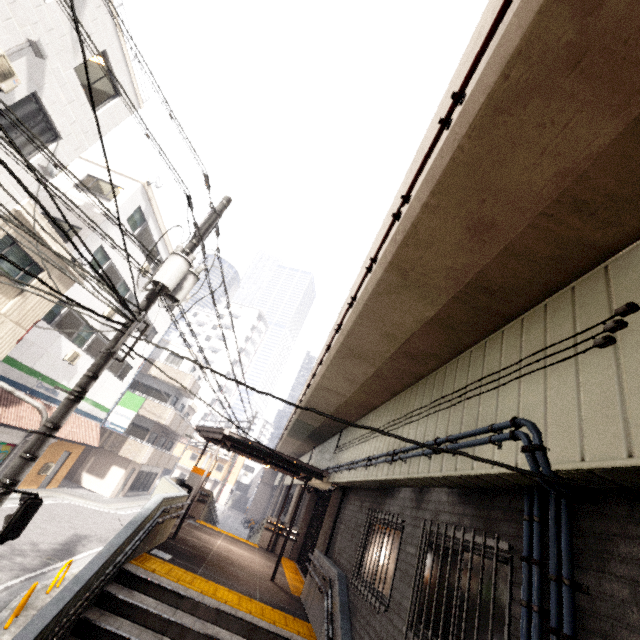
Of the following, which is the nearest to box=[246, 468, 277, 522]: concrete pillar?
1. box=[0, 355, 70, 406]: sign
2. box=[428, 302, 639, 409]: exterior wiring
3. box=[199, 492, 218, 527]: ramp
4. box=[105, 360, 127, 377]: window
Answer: box=[199, 492, 218, 527]: ramp

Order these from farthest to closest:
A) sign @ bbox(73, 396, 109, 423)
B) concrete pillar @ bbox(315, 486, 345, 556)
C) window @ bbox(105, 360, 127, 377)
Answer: window @ bbox(105, 360, 127, 377) < sign @ bbox(73, 396, 109, 423) < concrete pillar @ bbox(315, 486, 345, 556)

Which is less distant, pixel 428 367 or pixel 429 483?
pixel 429 483

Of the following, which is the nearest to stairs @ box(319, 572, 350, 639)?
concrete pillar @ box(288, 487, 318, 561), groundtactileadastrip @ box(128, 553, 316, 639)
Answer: groundtactileadastrip @ box(128, 553, 316, 639)

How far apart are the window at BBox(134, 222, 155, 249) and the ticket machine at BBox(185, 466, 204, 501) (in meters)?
12.15

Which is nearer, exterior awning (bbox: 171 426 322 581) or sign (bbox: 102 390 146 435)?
exterior awning (bbox: 171 426 322 581)

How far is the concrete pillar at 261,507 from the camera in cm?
4225

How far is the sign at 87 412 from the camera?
18.77m
